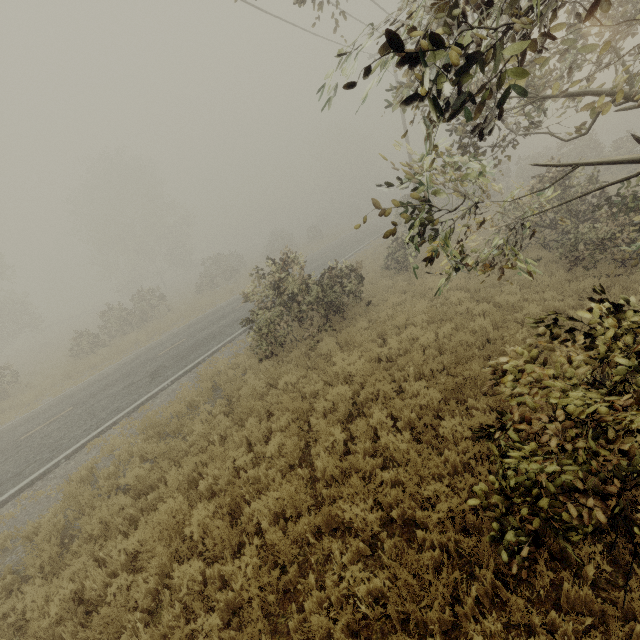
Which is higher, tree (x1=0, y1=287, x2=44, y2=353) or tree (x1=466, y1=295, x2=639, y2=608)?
tree (x1=0, y1=287, x2=44, y2=353)

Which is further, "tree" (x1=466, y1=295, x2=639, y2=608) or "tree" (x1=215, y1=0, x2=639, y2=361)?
"tree" (x1=466, y1=295, x2=639, y2=608)

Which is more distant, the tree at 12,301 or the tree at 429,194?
the tree at 12,301

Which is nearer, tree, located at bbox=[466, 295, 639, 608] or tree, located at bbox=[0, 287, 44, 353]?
tree, located at bbox=[466, 295, 639, 608]

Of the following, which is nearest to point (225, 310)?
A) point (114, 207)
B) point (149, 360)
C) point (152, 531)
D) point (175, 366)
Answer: point (149, 360)

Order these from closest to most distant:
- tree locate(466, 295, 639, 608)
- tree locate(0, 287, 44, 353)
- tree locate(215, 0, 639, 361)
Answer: tree locate(215, 0, 639, 361)
tree locate(466, 295, 639, 608)
tree locate(0, 287, 44, 353)

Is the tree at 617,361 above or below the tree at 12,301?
below
